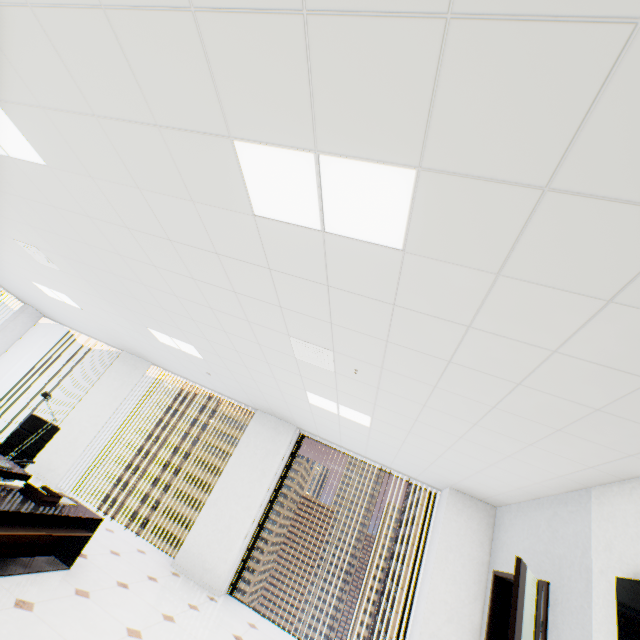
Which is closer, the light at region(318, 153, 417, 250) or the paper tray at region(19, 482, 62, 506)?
the light at region(318, 153, 417, 250)

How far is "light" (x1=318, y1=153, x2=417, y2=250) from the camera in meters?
1.5 m

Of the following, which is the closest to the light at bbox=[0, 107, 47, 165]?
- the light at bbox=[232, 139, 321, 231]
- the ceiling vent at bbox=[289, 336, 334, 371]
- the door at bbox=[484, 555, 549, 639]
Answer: the light at bbox=[232, 139, 321, 231]

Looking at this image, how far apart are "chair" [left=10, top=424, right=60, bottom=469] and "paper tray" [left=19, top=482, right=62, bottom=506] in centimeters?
73cm

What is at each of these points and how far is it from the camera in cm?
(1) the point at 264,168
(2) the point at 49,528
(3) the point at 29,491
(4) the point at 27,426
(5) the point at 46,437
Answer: (1) light, 176
(2) table, 349
(3) paper tray, 347
(4) chair, 453
(5) chair, 450

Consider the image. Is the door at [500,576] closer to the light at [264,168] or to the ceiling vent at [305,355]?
the ceiling vent at [305,355]

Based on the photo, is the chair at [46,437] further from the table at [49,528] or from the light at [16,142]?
the light at [16,142]
